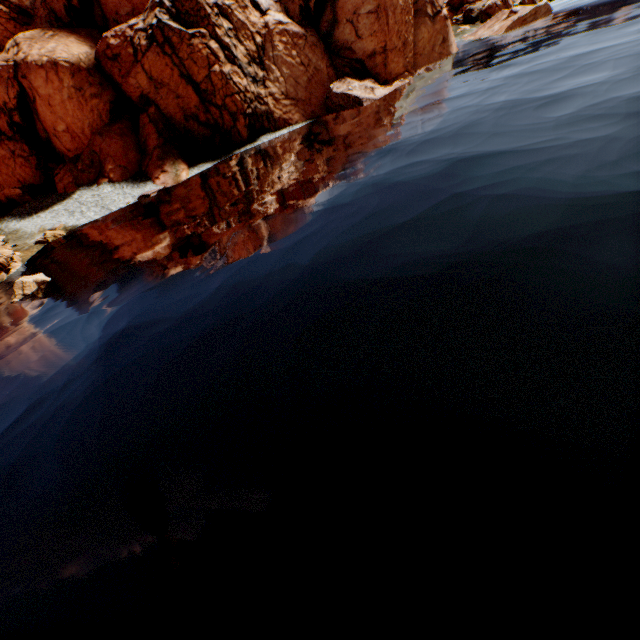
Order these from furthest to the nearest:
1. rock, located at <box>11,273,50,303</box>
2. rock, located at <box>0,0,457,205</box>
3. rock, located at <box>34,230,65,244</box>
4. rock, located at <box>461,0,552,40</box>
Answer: rock, located at <box>461,0,552,40</box> < rock, located at <box>0,0,457,205</box> < rock, located at <box>34,230,65,244</box> < rock, located at <box>11,273,50,303</box>

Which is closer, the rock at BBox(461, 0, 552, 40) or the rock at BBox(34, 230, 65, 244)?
the rock at BBox(34, 230, 65, 244)

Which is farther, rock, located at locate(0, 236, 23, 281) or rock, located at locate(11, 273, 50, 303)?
rock, located at locate(0, 236, 23, 281)

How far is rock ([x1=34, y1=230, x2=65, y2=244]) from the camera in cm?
3086

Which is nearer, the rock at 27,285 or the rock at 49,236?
the rock at 27,285

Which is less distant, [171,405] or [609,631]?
[609,631]

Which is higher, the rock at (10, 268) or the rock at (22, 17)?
the rock at (22, 17)
